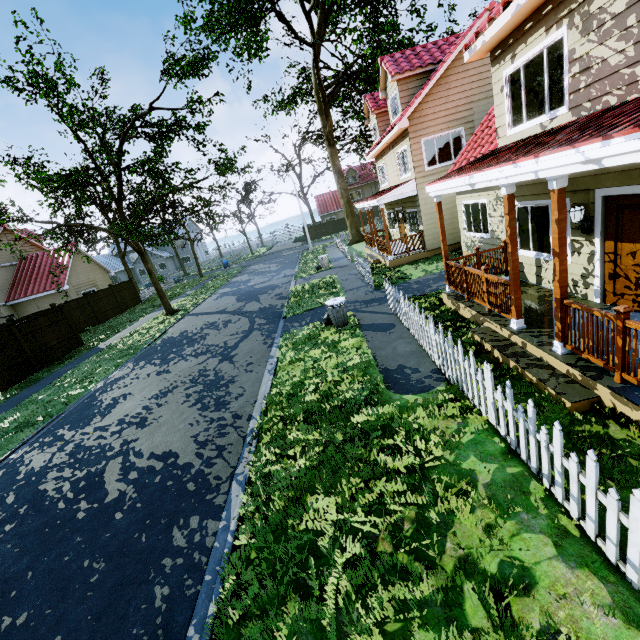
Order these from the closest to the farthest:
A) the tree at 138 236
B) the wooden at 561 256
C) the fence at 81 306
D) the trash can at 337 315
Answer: the wooden at 561 256, the trash can at 337 315, the tree at 138 236, the fence at 81 306

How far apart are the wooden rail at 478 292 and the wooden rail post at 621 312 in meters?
4.4

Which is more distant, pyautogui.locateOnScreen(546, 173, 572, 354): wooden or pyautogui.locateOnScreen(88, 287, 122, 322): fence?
pyautogui.locateOnScreen(88, 287, 122, 322): fence

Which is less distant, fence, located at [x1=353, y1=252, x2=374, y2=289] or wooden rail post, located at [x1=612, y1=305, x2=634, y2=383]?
wooden rail post, located at [x1=612, y1=305, x2=634, y2=383]

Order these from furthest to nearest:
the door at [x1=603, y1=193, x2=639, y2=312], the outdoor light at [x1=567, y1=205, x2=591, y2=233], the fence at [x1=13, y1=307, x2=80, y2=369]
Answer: the fence at [x1=13, y1=307, x2=80, y2=369], the outdoor light at [x1=567, y1=205, x2=591, y2=233], the door at [x1=603, y1=193, x2=639, y2=312]

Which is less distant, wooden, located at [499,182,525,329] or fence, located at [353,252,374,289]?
wooden, located at [499,182,525,329]

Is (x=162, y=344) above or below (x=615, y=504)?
below

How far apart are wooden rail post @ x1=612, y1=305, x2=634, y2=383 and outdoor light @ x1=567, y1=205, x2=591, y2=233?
3.04m
